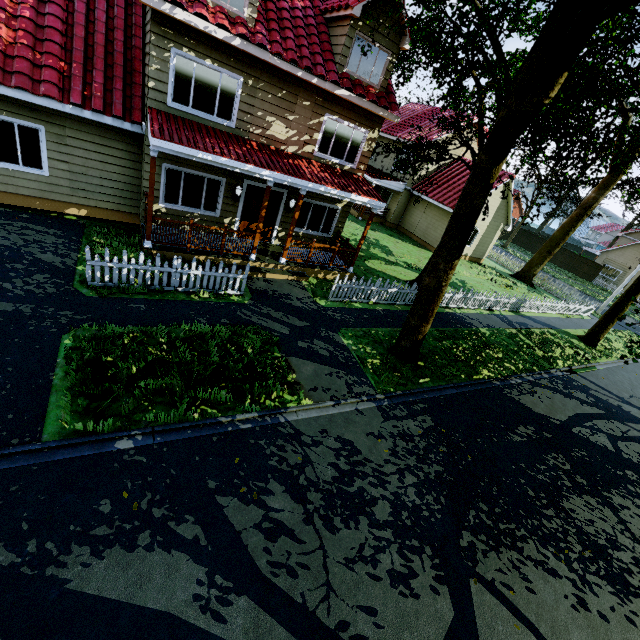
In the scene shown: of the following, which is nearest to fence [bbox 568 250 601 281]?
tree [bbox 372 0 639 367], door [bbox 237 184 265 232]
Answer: tree [bbox 372 0 639 367]

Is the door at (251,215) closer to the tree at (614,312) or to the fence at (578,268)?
the fence at (578,268)

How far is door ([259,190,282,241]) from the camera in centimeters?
1244cm

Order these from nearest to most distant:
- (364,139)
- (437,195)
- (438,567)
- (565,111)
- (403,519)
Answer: (438,567), (403,519), (364,139), (565,111), (437,195)

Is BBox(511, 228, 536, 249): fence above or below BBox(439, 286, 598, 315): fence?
above

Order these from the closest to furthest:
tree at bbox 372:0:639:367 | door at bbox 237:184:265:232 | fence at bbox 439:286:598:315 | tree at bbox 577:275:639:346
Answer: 1. tree at bbox 372:0:639:367
2. door at bbox 237:184:265:232
3. fence at bbox 439:286:598:315
4. tree at bbox 577:275:639:346
